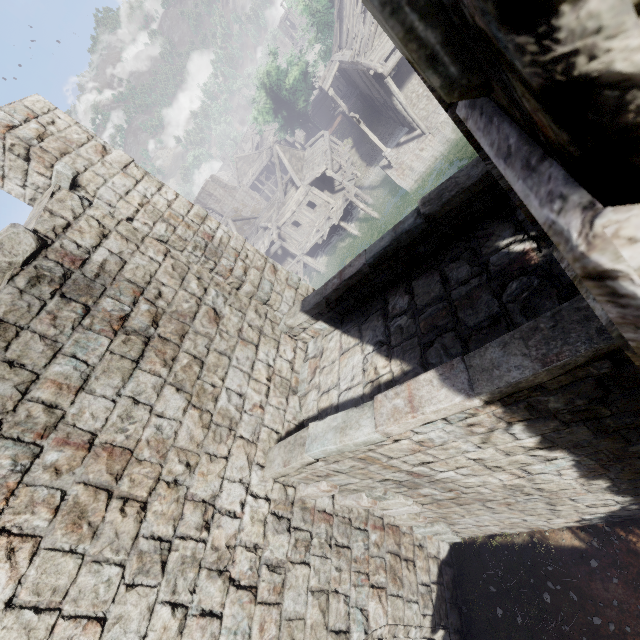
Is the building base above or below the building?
below

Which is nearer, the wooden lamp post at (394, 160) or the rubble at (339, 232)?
the wooden lamp post at (394, 160)

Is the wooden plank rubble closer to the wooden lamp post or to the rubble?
the wooden lamp post

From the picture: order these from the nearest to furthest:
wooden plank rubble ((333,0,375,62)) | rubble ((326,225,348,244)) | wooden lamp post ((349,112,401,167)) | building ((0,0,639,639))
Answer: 1. building ((0,0,639,639))
2. wooden plank rubble ((333,0,375,62))
3. wooden lamp post ((349,112,401,167))
4. rubble ((326,225,348,244))

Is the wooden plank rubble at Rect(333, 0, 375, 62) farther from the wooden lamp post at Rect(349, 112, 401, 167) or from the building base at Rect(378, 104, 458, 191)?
the wooden lamp post at Rect(349, 112, 401, 167)

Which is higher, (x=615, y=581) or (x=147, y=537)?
(x=147, y=537)

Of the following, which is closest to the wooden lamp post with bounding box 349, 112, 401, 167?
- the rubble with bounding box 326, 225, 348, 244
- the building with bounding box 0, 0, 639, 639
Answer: the building with bounding box 0, 0, 639, 639

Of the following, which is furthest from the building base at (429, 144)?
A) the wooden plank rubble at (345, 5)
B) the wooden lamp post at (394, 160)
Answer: the wooden plank rubble at (345, 5)
